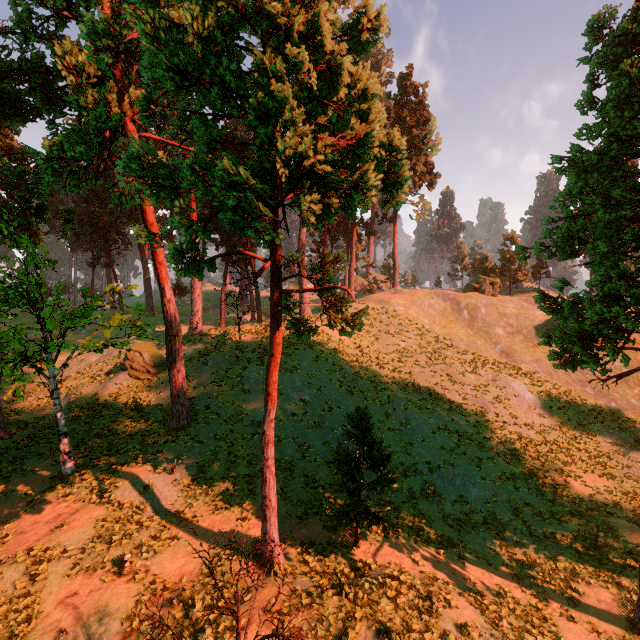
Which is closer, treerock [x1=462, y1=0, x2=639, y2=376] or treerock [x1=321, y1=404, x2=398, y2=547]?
treerock [x1=462, y1=0, x2=639, y2=376]

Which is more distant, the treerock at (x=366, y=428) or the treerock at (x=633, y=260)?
the treerock at (x=366, y=428)

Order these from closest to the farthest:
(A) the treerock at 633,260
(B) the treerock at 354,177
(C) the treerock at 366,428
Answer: (B) the treerock at 354,177 → (A) the treerock at 633,260 → (C) the treerock at 366,428

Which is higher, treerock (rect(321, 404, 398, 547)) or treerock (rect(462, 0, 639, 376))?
treerock (rect(462, 0, 639, 376))

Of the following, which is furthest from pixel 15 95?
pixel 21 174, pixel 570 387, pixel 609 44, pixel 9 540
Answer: pixel 570 387
